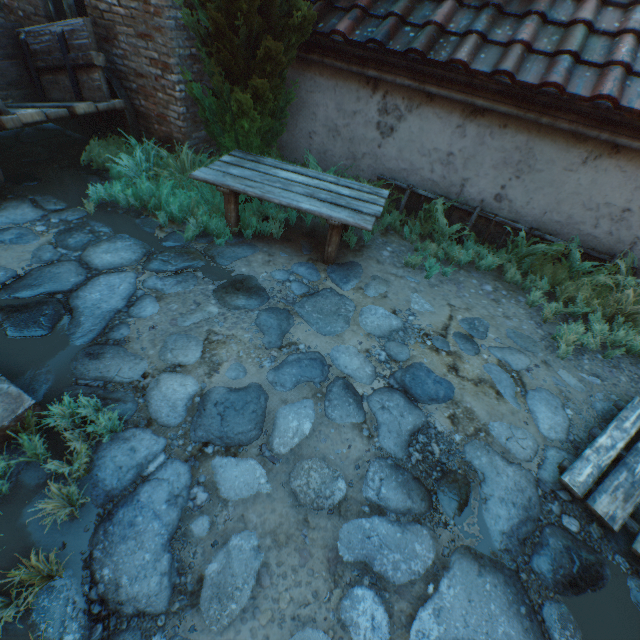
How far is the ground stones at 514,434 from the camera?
2.70m

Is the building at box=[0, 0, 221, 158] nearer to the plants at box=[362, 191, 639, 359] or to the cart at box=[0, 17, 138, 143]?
the cart at box=[0, 17, 138, 143]

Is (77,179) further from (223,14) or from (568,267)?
(568,267)

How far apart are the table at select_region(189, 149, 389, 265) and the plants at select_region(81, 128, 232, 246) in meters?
0.0 m

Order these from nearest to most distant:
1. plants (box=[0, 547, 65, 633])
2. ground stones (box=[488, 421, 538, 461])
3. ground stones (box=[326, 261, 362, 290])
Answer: plants (box=[0, 547, 65, 633]) < ground stones (box=[488, 421, 538, 461]) < ground stones (box=[326, 261, 362, 290])

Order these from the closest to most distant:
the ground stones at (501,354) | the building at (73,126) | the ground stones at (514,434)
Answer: the ground stones at (514,434), the ground stones at (501,354), the building at (73,126)

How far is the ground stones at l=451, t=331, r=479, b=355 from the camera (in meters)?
3.42
